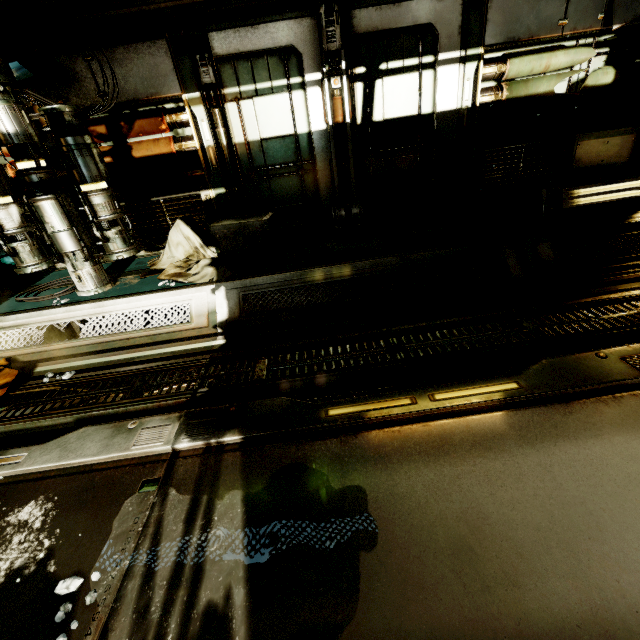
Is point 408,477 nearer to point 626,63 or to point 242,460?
point 242,460

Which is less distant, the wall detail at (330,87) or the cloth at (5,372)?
the cloth at (5,372)

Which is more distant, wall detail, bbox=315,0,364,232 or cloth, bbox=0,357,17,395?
wall detail, bbox=315,0,364,232

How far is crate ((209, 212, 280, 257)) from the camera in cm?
416

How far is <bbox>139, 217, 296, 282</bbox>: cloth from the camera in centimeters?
401cm

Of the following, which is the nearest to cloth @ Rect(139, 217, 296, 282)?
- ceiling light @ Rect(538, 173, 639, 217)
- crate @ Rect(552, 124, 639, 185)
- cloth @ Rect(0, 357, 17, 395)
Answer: cloth @ Rect(0, 357, 17, 395)

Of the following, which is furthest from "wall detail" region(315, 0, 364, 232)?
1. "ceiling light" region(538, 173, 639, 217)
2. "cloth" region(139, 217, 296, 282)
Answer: "ceiling light" region(538, 173, 639, 217)

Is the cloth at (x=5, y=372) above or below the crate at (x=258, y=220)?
below
